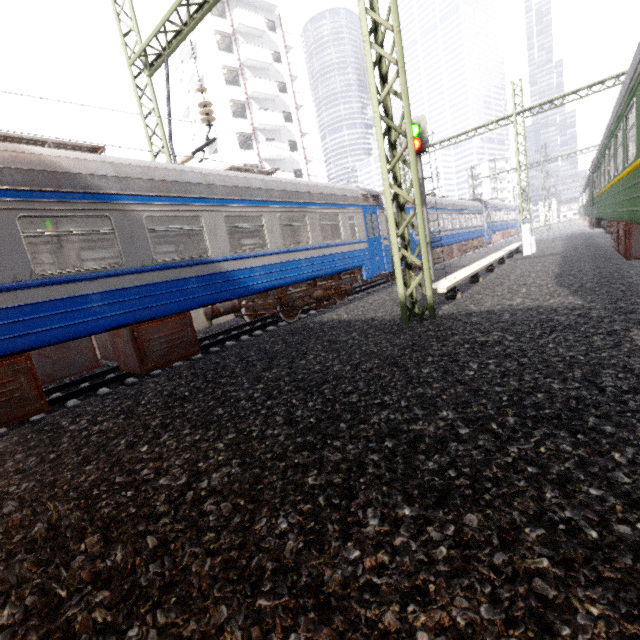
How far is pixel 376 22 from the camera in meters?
5.8 m

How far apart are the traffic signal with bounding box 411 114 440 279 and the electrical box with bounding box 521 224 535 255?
6.0 meters

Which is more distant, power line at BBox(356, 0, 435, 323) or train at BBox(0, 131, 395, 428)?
power line at BBox(356, 0, 435, 323)

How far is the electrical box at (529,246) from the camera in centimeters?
1533cm

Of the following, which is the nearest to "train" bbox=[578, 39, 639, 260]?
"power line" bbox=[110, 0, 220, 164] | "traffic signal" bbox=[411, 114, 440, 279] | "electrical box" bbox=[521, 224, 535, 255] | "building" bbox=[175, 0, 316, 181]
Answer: "power line" bbox=[110, 0, 220, 164]

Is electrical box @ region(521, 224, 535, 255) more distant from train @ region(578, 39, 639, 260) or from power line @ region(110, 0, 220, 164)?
power line @ region(110, 0, 220, 164)

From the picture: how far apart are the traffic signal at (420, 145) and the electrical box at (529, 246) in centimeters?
603cm

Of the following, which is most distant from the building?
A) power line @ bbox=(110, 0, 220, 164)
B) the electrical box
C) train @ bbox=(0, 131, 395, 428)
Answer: the electrical box
